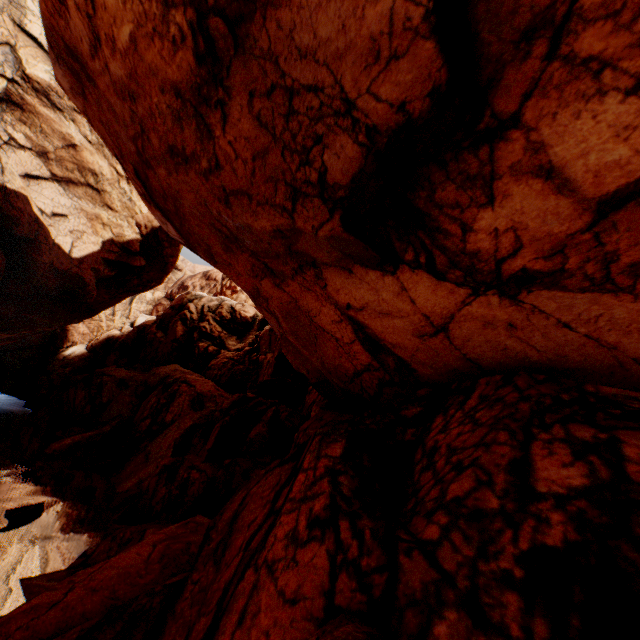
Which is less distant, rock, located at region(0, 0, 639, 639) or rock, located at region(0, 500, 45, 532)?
rock, located at region(0, 0, 639, 639)

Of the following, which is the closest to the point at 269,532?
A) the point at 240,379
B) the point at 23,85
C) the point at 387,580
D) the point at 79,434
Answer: the point at 387,580

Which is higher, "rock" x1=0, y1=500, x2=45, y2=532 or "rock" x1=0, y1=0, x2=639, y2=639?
"rock" x1=0, y1=0, x2=639, y2=639

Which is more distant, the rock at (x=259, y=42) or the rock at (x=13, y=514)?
the rock at (x=13, y=514)

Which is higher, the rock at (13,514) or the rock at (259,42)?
the rock at (259,42)
